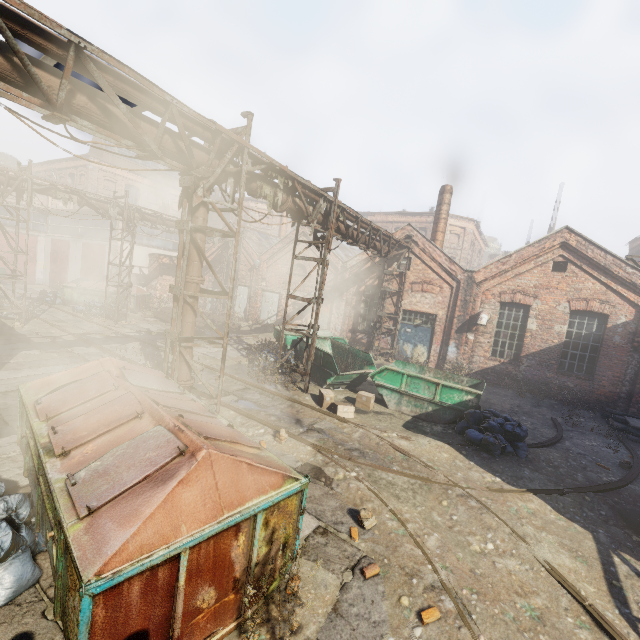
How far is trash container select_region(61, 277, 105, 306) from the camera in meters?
20.4 m

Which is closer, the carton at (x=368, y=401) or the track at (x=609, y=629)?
the track at (x=609, y=629)

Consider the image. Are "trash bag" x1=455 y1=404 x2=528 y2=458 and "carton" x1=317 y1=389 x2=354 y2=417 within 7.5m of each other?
yes

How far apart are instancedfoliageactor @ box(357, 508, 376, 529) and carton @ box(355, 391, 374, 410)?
5.0 meters

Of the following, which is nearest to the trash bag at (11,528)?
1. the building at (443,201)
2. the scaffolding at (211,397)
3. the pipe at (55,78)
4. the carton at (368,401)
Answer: the pipe at (55,78)

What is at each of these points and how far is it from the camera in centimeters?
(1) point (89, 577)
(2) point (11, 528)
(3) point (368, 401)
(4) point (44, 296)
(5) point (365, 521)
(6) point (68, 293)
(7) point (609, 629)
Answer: (1) trash container, 230cm
(2) trash bag, 352cm
(3) carton, 1027cm
(4) trash bag, 2055cm
(5) instancedfoliageactor, 508cm
(6) trash container, 2038cm
(7) track, 394cm

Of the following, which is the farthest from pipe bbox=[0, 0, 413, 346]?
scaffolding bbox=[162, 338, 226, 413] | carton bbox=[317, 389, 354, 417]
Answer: carton bbox=[317, 389, 354, 417]

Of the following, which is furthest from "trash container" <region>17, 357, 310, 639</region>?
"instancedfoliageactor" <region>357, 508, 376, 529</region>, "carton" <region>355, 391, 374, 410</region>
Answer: "carton" <region>355, 391, 374, 410</region>
